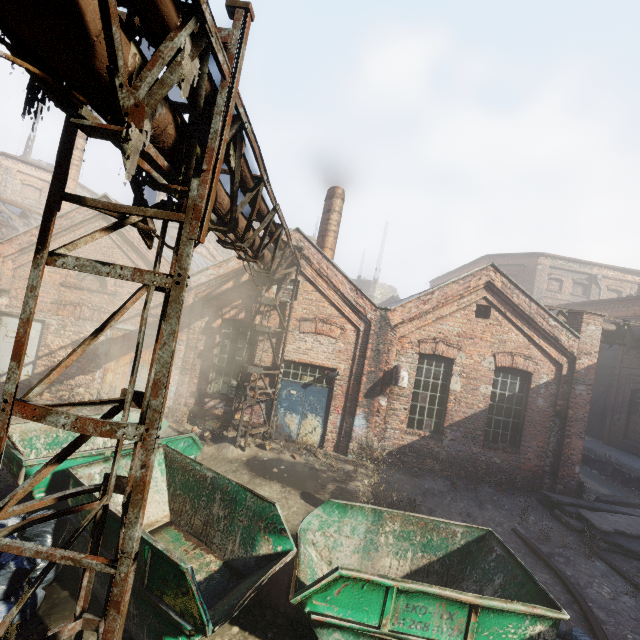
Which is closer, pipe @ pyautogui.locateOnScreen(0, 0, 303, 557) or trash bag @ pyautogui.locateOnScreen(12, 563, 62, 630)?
pipe @ pyautogui.locateOnScreen(0, 0, 303, 557)

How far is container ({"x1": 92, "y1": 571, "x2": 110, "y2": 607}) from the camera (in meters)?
4.47

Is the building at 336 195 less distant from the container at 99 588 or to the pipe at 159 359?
the pipe at 159 359

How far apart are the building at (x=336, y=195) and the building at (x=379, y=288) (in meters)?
29.92

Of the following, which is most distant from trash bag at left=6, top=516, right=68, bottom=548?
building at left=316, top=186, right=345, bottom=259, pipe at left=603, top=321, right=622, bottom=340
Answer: pipe at left=603, top=321, right=622, bottom=340

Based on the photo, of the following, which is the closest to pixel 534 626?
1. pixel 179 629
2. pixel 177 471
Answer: pixel 179 629

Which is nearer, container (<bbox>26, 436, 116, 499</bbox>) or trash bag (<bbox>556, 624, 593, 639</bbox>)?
trash bag (<bbox>556, 624, 593, 639</bbox>)

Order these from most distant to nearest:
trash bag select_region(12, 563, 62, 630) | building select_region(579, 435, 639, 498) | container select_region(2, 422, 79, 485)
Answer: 1. building select_region(579, 435, 639, 498)
2. container select_region(2, 422, 79, 485)
3. trash bag select_region(12, 563, 62, 630)
